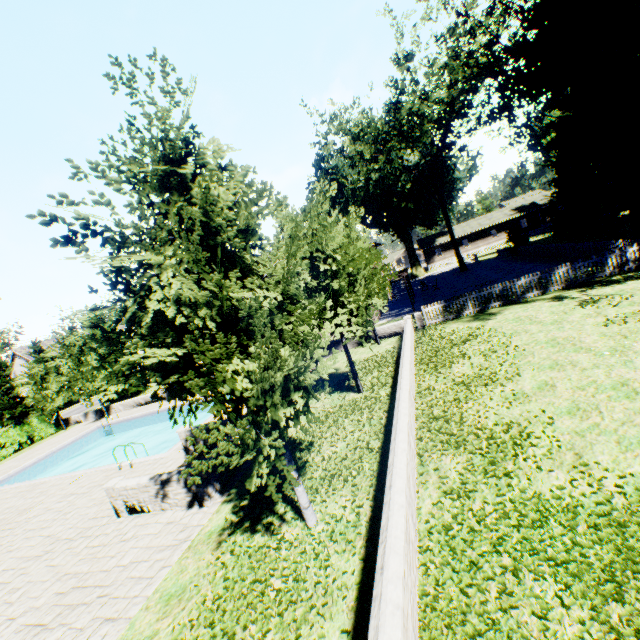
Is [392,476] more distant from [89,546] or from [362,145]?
[362,145]

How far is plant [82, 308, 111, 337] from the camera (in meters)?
31.28

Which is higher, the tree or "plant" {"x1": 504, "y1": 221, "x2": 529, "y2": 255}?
the tree

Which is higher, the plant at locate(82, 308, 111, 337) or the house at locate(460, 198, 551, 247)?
the plant at locate(82, 308, 111, 337)

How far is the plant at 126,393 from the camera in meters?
32.4

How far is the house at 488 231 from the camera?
57.12m

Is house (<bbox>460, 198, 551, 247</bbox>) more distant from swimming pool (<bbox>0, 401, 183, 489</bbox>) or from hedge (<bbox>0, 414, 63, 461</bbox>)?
hedge (<bbox>0, 414, 63, 461</bbox>)

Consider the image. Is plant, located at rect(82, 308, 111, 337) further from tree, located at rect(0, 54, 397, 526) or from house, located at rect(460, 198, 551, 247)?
house, located at rect(460, 198, 551, 247)
